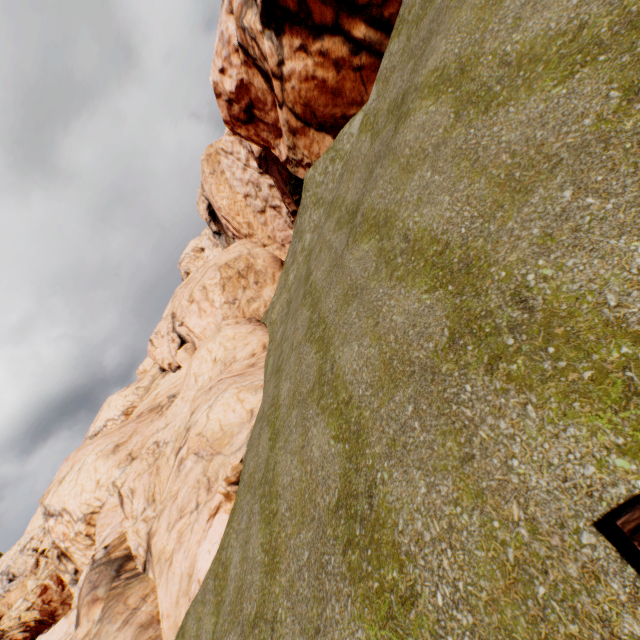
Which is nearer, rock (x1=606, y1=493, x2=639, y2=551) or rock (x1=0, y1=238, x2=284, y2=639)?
rock (x1=606, y1=493, x2=639, y2=551)

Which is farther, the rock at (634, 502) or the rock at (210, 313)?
the rock at (210, 313)

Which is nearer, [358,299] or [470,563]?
[470,563]

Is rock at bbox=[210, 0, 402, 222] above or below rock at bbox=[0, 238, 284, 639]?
above

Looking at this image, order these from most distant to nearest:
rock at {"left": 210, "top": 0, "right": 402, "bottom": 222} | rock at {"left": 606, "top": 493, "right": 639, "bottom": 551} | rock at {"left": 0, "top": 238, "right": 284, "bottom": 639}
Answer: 1. rock at {"left": 210, "top": 0, "right": 402, "bottom": 222}
2. rock at {"left": 0, "top": 238, "right": 284, "bottom": 639}
3. rock at {"left": 606, "top": 493, "right": 639, "bottom": 551}
